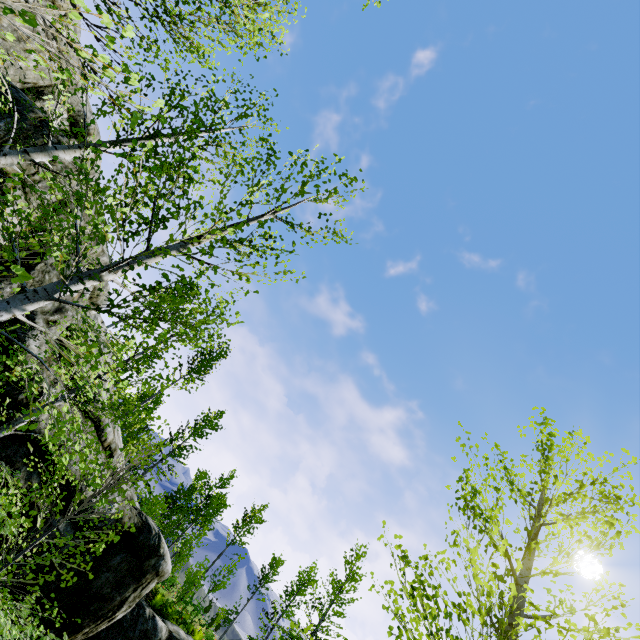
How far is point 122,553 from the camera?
10.68m

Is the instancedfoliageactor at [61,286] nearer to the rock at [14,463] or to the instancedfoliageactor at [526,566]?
the rock at [14,463]

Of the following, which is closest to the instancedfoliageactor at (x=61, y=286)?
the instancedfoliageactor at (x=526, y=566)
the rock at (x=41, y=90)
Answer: the rock at (x=41, y=90)

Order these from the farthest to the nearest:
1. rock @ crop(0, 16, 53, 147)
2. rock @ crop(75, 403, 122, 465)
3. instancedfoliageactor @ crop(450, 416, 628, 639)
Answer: rock @ crop(75, 403, 122, 465)
rock @ crop(0, 16, 53, 147)
instancedfoliageactor @ crop(450, 416, 628, 639)

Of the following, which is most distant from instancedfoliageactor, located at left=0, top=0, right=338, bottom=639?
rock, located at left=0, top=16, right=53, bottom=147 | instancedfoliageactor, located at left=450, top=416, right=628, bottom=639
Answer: instancedfoliageactor, located at left=450, top=416, right=628, bottom=639

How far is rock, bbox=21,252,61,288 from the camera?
9.1 meters
